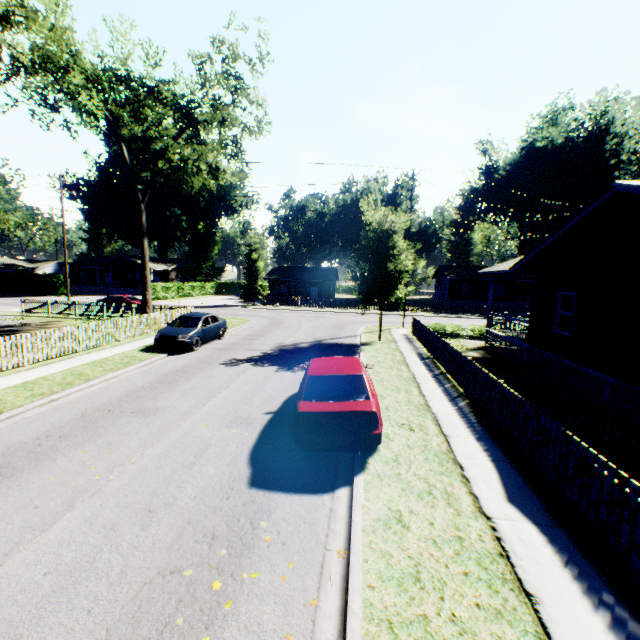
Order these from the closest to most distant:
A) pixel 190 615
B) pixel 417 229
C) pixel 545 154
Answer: pixel 190 615
pixel 417 229
pixel 545 154

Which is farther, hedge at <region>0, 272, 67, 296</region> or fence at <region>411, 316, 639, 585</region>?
hedge at <region>0, 272, 67, 296</region>

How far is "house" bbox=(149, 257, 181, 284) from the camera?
54.0 meters

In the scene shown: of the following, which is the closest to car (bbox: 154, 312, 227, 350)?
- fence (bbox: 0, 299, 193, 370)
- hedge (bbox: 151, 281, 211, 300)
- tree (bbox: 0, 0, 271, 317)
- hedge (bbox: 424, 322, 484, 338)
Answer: fence (bbox: 0, 299, 193, 370)

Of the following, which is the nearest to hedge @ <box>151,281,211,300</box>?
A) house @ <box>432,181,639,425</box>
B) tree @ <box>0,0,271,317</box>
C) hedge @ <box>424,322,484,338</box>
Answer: tree @ <box>0,0,271,317</box>

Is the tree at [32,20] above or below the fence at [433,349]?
above

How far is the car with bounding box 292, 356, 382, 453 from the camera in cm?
632

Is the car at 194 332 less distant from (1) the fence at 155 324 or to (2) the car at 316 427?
(1) the fence at 155 324
